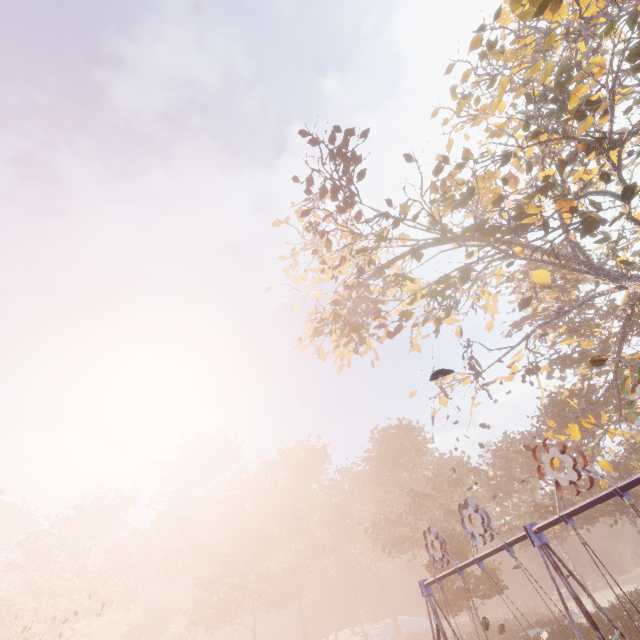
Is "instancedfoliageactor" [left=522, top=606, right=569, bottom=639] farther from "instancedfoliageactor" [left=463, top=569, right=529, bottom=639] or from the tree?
the tree

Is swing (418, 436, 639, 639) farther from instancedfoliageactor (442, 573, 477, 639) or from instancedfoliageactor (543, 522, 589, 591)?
instancedfoliageactor (543, 522, 589, 591)

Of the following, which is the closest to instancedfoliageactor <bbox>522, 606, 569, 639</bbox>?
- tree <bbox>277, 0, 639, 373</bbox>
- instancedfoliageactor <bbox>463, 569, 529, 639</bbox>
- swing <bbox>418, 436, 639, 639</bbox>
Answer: instancedfoliageactor <bbox>463, 569, 529, 639</bbox>

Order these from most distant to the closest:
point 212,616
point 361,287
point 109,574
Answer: point 212,616 → point 109,574 → point 361,287

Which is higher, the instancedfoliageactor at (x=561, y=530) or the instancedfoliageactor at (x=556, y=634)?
the instancedfoliageactor at (x=561, y=530)

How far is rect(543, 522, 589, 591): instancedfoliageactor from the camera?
41.1 meters

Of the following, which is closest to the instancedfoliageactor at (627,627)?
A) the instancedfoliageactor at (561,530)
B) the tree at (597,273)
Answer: the instancedfoliageactor at (561,530)

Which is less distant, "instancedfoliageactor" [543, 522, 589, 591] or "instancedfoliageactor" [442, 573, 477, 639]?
"instancedfoliageactor" [442, 573, 477, 639]
